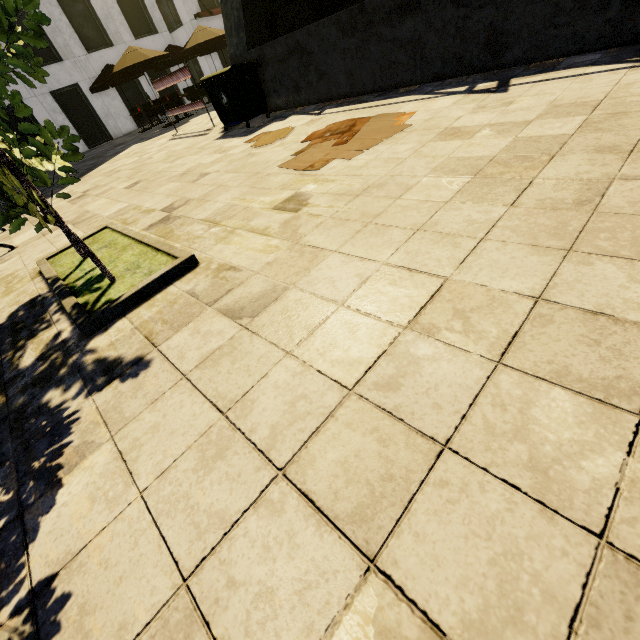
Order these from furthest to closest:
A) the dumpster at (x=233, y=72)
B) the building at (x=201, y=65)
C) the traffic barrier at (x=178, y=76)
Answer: the building at (x=201, y=65), the traffic barrier at (x=178, y=76), the dumpster at (x=233, y=72)

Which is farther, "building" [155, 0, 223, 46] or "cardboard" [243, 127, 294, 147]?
"building" [155, 0, 223, 46]

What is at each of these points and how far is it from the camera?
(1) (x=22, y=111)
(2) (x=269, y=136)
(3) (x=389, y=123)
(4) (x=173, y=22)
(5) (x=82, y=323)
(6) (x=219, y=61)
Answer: (1) tree, 1.9m
(2) cardboard, 5.9m
(3) cardboard, 4.2m
(4) building, 22.3m
(5) tree, 2.3m
(6) building, 22.6m

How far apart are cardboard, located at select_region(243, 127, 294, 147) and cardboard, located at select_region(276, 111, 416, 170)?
0.65m

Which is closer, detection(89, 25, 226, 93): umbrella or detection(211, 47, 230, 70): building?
detection(89, 25, 226, 93): umbrella

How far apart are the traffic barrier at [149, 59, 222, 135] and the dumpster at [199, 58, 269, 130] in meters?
1.6

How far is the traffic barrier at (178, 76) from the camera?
9.0m

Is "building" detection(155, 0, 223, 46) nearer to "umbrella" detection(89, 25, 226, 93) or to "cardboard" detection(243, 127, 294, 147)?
"umbrella" detection(89, 25, 226, 93)
